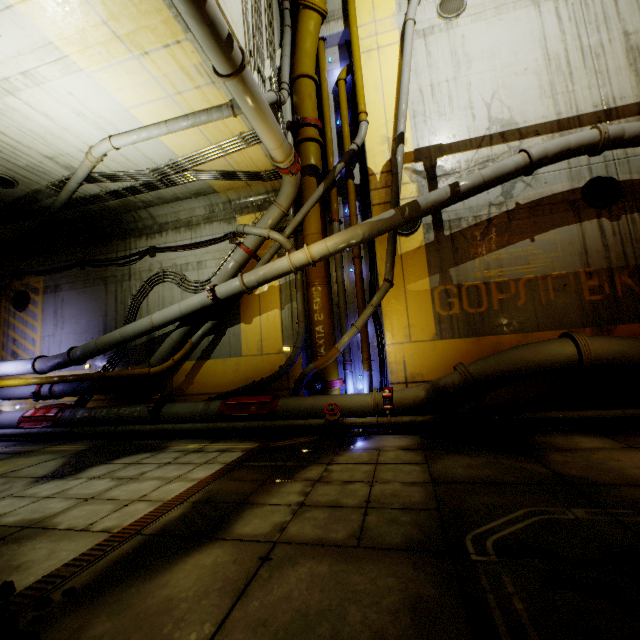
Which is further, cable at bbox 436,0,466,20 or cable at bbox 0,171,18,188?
cable at bbox 436,0,466,20

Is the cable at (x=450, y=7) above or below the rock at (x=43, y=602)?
above

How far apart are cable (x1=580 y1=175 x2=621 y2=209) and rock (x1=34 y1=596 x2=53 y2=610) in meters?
11.2

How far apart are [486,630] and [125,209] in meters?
12.9 m

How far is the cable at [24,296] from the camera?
12.1m

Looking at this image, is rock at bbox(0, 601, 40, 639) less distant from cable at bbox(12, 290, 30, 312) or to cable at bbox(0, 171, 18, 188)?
cable at bbox(12, 290, 30, 312)

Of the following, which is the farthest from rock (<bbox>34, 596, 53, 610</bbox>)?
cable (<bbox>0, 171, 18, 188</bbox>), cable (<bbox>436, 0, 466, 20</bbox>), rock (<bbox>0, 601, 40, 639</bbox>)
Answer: cable (<bbox>436, 0, 466, 20</bbox>)

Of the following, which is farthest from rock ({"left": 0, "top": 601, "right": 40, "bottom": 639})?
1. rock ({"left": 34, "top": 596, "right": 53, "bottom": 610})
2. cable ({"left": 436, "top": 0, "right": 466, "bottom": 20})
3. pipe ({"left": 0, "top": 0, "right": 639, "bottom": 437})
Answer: cable ({"left": 436, "top": 0, "right": 466, "bottom": 20})
